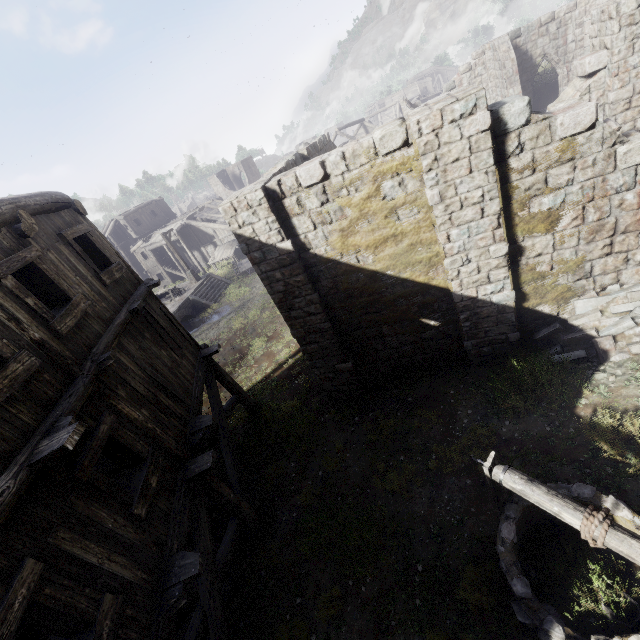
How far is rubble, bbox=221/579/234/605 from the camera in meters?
7.3

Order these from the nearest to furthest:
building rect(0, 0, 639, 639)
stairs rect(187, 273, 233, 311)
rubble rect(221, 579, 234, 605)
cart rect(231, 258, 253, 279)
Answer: building rect(0, 0, 639, 639), rubble rect(221, 579, 234, 605), stairs rect(187, 273, 233, 311), cart rect(231, 258, 253, 279)

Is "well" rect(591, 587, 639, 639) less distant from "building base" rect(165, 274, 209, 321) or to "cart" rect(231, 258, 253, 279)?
"building base" rect(165, 274, 209, 321)

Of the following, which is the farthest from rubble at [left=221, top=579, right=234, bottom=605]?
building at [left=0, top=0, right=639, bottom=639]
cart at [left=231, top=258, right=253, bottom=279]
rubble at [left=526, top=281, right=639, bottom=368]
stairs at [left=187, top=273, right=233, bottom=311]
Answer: cart at [left=231, top=258, right=253, bottom=279]

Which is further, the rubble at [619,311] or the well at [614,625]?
the rubble at [619,311]

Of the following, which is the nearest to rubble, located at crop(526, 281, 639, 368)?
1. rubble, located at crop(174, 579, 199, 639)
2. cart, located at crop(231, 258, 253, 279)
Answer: rubble, located at crop(174, 579, 199, 639)

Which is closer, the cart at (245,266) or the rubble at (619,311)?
the rubble at (619,311)

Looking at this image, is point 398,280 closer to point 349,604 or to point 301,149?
point 301,149
